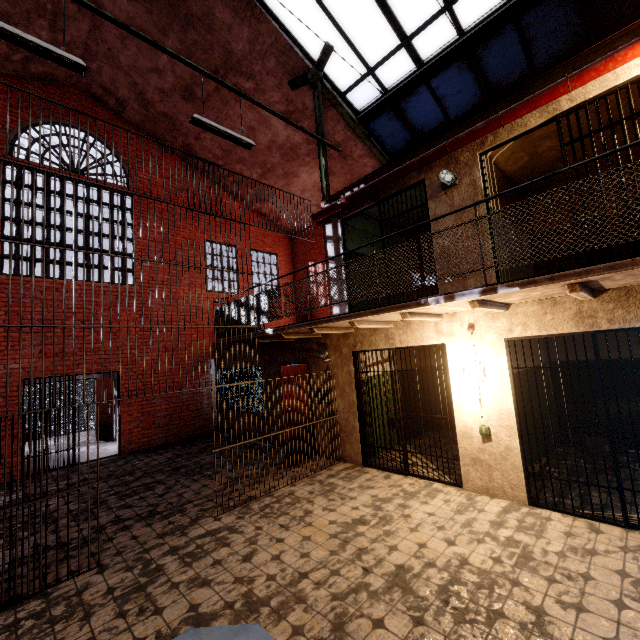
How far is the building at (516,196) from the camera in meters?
6.1

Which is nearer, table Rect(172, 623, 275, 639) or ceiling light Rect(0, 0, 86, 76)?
table Rect(172, 623, 275, 639)

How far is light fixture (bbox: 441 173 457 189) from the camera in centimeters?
531cm

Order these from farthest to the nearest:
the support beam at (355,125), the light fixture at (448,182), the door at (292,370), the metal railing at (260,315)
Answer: the door at (292,370) < the light fixture at (448,182) < the support beam at (355,125) < the metal railing at (260,315)

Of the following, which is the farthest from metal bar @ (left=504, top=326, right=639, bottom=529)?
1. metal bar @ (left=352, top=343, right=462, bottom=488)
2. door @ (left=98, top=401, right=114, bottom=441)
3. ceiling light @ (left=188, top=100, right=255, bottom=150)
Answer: door @ (left=98, top=401, right=114, bottom=441)

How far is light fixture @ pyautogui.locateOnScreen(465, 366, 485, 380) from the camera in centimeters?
495cm

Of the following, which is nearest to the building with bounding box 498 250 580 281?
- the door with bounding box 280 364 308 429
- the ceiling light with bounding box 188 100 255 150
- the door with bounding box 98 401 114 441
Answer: the door with bounding box 280 364 308 429

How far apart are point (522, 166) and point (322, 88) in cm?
521
